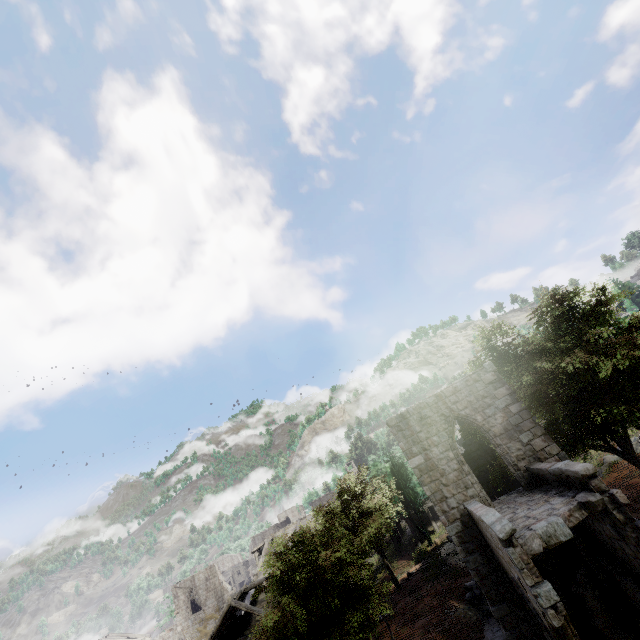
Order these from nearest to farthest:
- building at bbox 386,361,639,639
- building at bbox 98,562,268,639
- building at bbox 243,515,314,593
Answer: building at bbox 386,361,639,639 < building at bbox 98,562,268,639 < building at bbox 243,515,314,593

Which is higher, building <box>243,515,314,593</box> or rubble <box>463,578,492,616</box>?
building <box>243,515,314,593</box>

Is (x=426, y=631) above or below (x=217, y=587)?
below

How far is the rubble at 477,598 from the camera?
16.3 meters

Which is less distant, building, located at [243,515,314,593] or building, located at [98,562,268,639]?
building, located at [98,562,268,639]

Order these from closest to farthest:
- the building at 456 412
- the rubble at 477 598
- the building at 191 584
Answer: the building at 456 412 → the rubble at 477 598 → the building at 191 584
